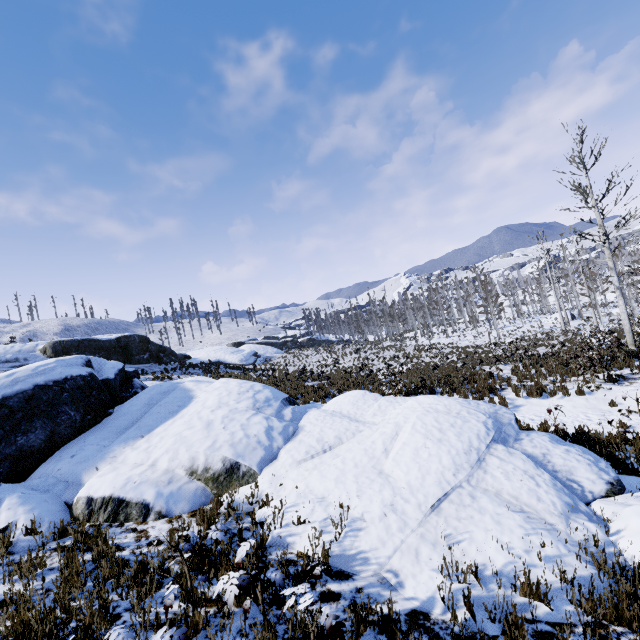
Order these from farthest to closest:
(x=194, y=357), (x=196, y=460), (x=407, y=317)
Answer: (x=407, y=317)
(x=194, y=357)
(x=196, y=460)

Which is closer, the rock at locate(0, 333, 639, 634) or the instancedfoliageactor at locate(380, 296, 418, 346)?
the rock at locate(0, 333, 639, 634)

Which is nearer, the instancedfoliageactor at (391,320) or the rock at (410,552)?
the rock at (410,552)

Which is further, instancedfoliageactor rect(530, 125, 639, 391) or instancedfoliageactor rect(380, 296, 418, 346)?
instancedfoliageactor rect(380, 296, 418, 346)

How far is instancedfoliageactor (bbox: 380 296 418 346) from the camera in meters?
41.8 m

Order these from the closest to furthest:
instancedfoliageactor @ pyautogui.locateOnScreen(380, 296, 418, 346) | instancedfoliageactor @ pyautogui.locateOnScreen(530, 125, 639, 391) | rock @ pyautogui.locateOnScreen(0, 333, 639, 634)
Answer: rock @ pyautogui.locateOnScreen(0, 333, 639, 634) < instancedfoliageactor @ pyautogui.locateOnScreen(530, 125, 639, 391) < instancedfoliageactor @ pyautogui.locateOnScreen(380, 296, 418, 346)

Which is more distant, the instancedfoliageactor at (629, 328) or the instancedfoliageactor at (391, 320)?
the instancedfoliageactor at (391, 320)
